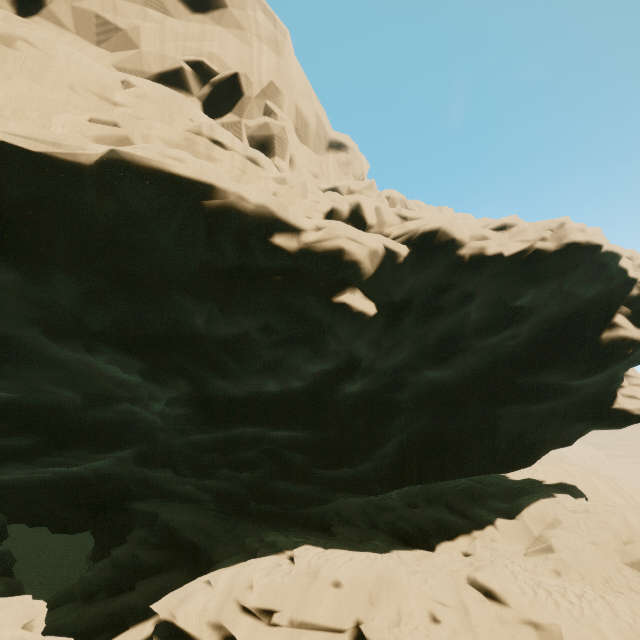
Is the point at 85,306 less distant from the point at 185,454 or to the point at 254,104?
the point at 185,454
